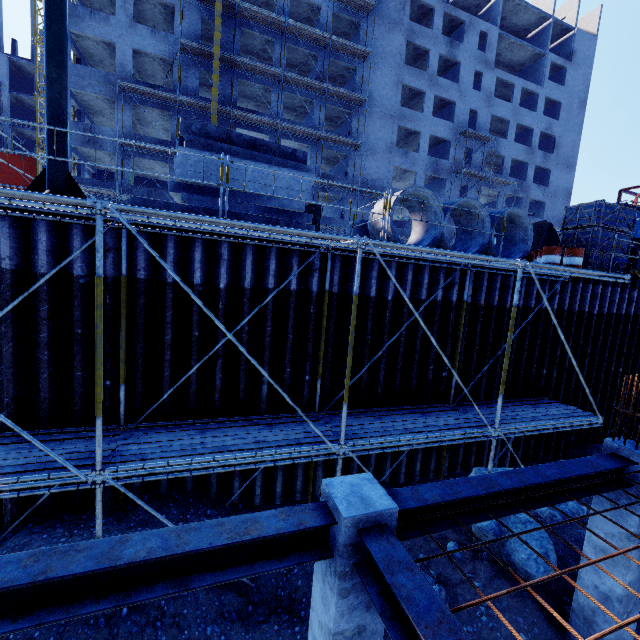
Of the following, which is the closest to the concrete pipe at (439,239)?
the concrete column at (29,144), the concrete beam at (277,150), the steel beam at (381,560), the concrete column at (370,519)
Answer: the concrete beam at (277,150)

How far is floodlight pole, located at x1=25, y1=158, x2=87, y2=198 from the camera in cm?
598

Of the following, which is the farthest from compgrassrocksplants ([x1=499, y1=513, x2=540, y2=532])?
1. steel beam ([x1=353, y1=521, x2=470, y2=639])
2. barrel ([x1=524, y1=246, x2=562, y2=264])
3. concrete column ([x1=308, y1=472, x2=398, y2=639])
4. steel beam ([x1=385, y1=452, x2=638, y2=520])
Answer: barrel ([x1=524, y1=246, x2=562, y2=264])

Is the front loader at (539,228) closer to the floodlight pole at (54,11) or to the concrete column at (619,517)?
the concrete column at (619,517)

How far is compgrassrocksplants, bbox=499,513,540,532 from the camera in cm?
672

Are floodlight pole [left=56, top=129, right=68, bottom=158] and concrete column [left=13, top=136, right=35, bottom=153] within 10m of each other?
no

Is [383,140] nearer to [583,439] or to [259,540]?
[583,439]
